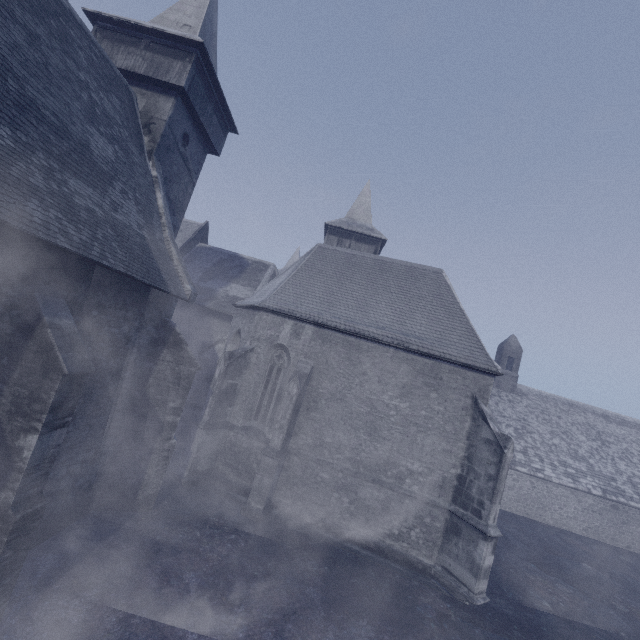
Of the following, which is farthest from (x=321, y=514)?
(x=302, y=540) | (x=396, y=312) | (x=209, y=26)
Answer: (x=209, y=26)
